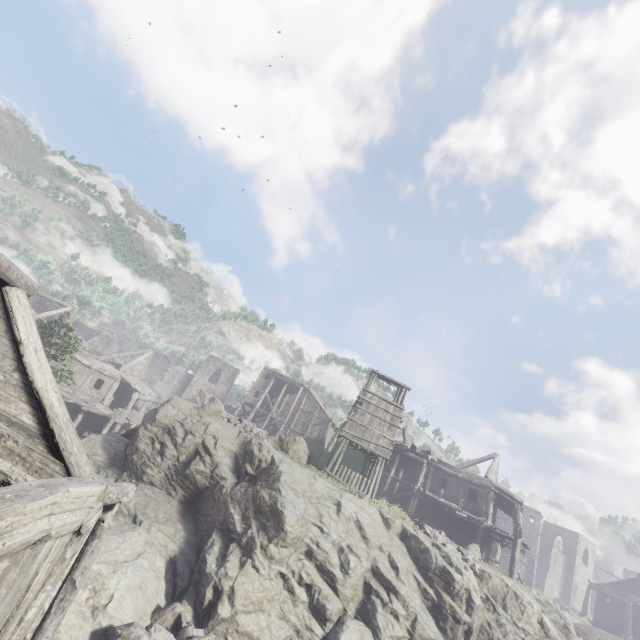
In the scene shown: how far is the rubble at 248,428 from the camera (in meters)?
18.24

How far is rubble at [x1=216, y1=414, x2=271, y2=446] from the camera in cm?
1824

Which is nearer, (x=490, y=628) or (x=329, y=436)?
(x=490, y=628)

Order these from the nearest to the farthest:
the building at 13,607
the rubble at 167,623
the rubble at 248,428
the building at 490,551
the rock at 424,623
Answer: the building at 13,607 < the rubble at 167,623 < the rock at 424,623 < the rubble at 248,428 < the building at 490,551

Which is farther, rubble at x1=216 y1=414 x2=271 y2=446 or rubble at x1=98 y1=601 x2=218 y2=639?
rubble at x1=216 y1=414 x2=271 y2=446

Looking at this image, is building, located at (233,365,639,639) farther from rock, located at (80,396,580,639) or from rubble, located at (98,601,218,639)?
rubble, located at (98,601,218,639)

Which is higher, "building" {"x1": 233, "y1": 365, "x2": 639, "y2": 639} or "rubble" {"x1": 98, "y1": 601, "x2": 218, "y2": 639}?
"building" {"x1": 233, "y1": 365, "x2": 639, "y2": 639}

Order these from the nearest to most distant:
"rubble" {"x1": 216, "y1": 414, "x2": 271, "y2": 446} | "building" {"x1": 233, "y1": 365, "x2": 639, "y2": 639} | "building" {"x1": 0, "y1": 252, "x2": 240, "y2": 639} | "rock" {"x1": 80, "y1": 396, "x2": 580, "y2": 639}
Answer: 1. "building" {"x1": 0, "y1": 252, "x2": 240, "y2": 639}
2. "rock" {"x1": 80, "y1": 396, "x2": 580, "y2": 639}
3. "rubble" {"x1": 216, "y1": 414, "x2": 271, "y2": 446}
4. "building" {"x1": 233, "y1": 365, "x2": 639, "y2": 639}
